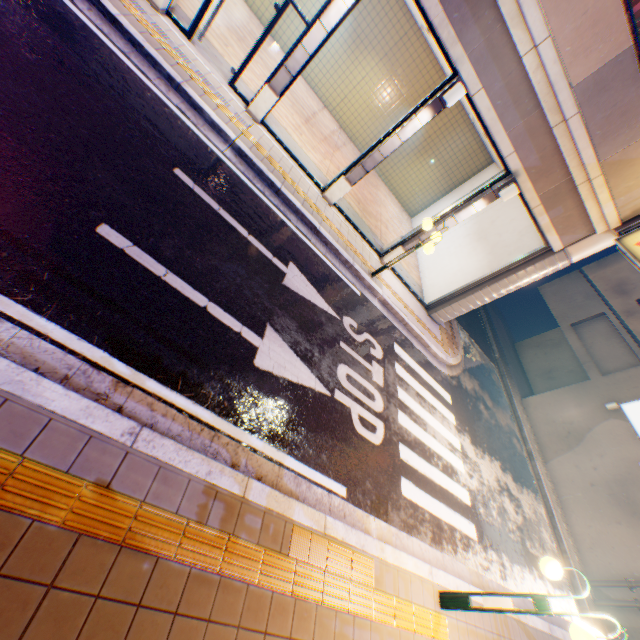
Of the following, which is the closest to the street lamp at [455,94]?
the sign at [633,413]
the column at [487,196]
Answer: the column at [487,196]

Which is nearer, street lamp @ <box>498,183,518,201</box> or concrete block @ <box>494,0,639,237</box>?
concrete block @ <box>494,0,639,237</box>

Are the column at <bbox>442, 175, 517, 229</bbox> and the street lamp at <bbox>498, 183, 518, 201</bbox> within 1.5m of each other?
yes

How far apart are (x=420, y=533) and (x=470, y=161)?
15.4m

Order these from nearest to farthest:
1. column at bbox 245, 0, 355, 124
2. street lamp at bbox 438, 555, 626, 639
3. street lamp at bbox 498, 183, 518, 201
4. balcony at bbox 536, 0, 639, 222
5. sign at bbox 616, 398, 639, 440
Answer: street lamp at bbox 438, 555, 626, 639, balcony at bbox 536, 0, 639, 222, column at bbox 245, 0, 355, 124, street lamp at bbox 498, 183, 518, 201, sign at bbox 616, 398, 639, 440

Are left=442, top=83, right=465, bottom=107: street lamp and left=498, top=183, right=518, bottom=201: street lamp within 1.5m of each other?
no

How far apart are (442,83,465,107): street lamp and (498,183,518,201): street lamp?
2.6 meters

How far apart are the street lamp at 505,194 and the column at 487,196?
0.0m
